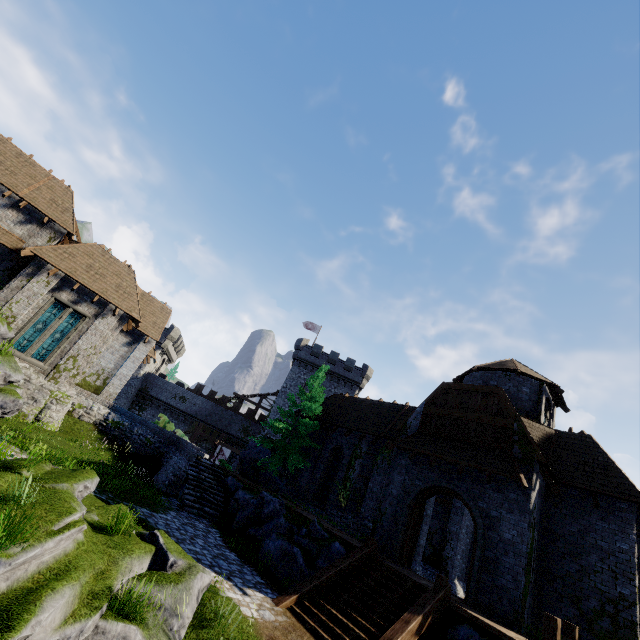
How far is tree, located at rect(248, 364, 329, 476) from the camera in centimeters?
2159cm

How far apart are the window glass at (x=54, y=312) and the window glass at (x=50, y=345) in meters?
0.2 m

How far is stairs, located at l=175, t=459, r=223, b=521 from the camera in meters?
15.7

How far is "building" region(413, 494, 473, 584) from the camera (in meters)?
17.59

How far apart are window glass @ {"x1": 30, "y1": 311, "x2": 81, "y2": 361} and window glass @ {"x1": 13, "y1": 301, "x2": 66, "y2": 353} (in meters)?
0.20

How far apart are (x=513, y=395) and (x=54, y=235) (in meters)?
31.04

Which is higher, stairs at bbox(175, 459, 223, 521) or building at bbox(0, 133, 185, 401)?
building at bbox(0, 133, 185, 401)

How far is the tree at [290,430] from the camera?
21.59m
